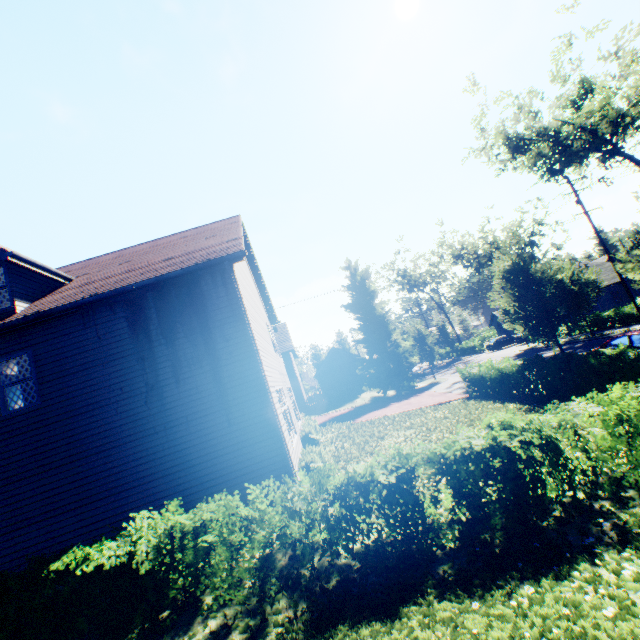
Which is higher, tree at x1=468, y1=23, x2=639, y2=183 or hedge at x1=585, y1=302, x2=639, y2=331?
tree at x1=468, y1=23, x2=639, y2=183

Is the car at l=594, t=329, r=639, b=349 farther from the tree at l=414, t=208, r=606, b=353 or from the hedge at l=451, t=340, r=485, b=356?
the hedge at l=451, t=340, r=485, b=356

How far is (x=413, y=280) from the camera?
59.5 meters

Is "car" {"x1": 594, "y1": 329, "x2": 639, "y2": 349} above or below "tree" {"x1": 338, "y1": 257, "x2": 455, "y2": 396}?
below

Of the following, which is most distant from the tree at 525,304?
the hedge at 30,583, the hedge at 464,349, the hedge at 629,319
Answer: the hedge at 629,319

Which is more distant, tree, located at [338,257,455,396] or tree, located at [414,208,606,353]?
tree, located at [338,257,455,396]

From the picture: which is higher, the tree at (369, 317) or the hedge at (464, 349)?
the tree at (369, 317)

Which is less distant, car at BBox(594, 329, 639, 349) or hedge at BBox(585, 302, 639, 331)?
car at BBox(594, 329, 639, 349)
